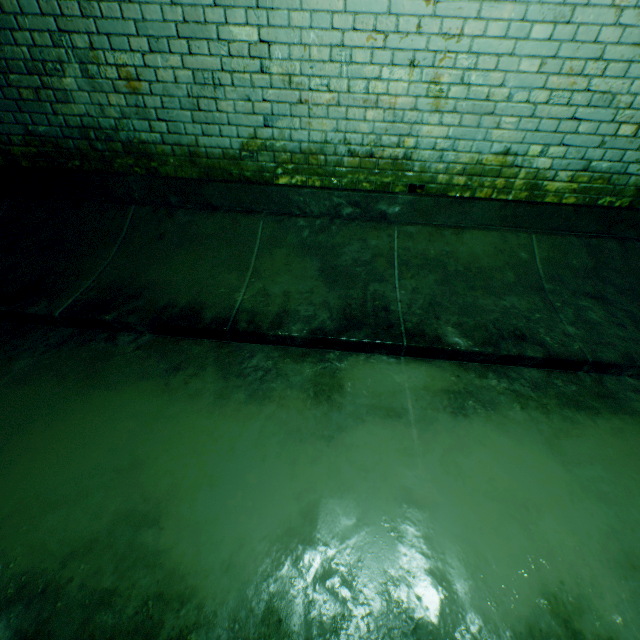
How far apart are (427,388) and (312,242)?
1.6 meters
